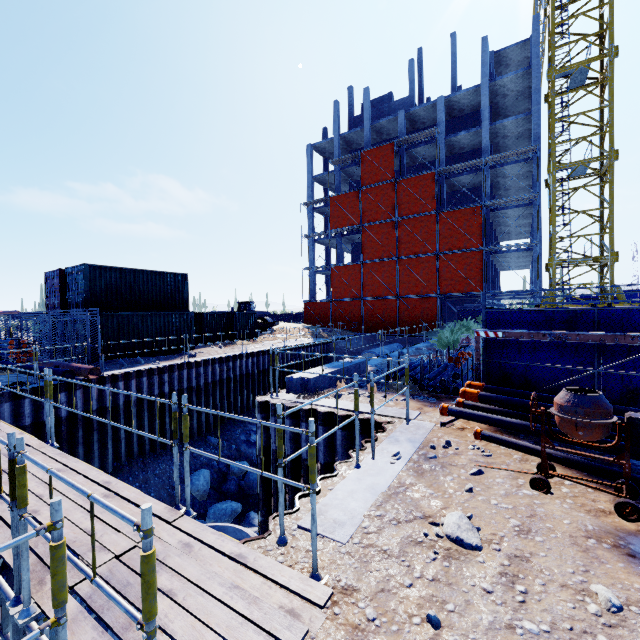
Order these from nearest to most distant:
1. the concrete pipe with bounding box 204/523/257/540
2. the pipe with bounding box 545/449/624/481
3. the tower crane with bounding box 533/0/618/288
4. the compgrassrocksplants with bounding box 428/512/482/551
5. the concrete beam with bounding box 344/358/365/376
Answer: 1. the compgrassrocksplants with bounding box 428/512/482/551
2. the pipe with bounding box 545/449/624/481
3. the concrete pipe with bounding box 204/523/257/540
4. the concrete beam with bounding box 344/358/365/376
5. the tower crane with bounding box 533/0/618/288

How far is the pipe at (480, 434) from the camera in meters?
5.0 m

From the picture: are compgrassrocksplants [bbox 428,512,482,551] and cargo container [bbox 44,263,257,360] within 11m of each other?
no

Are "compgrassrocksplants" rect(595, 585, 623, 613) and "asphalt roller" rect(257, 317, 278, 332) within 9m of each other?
no

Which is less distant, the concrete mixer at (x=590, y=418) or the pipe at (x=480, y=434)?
the concrete mixer at (x=590, y=418)

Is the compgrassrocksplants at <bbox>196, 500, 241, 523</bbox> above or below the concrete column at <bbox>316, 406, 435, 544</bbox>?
below

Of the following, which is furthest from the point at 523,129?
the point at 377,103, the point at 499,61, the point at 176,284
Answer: the point at 176,284

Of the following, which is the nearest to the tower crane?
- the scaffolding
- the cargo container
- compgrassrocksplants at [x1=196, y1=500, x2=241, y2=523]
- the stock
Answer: the scaffolding
